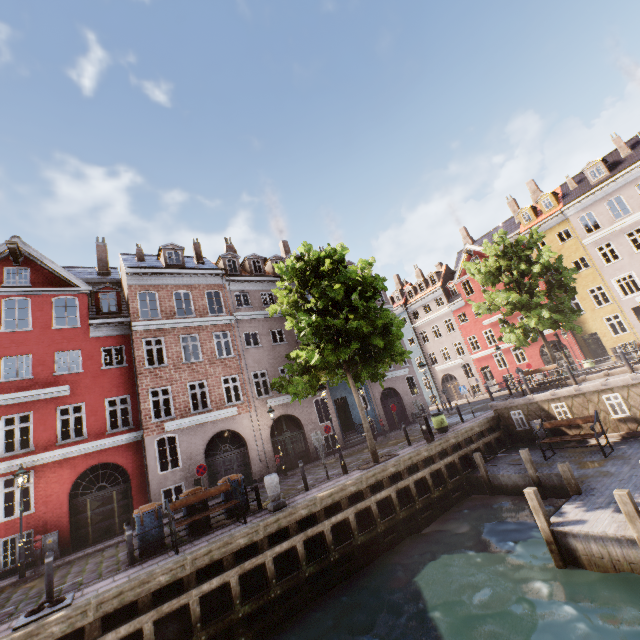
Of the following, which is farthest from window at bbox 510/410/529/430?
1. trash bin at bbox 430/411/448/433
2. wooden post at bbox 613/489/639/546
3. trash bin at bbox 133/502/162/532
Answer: trash bin at bbox 133/502/162/532

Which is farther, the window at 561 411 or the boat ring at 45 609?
the window at 561 411

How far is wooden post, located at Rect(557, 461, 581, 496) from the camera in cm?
909

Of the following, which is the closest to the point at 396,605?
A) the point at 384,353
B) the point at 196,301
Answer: the point at 384,353

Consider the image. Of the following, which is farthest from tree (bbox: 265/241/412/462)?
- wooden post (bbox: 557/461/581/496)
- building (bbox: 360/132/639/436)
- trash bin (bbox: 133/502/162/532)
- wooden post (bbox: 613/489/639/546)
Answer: wooden post (bbox: 613/489/639/546)

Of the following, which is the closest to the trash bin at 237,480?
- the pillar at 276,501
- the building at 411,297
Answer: the pillar at 276,501

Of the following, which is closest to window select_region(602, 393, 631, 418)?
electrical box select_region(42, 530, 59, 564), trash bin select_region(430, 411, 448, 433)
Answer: trash bin select_region(430, 411, 448, 433)

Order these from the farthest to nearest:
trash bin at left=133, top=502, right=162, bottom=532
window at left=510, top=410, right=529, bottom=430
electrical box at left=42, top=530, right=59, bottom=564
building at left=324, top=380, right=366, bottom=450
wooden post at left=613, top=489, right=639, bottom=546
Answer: building at left=324, top=380, right=366, bottom=450 → window at left=510, top=410, right=529, bottom=430 → electrical box at left=42, top=530, right=59, bottom=564 → trash bin at left=133, top=502, right=162, bottom=532 → wooden post at left=613, top=489, right=639, bottom=546
